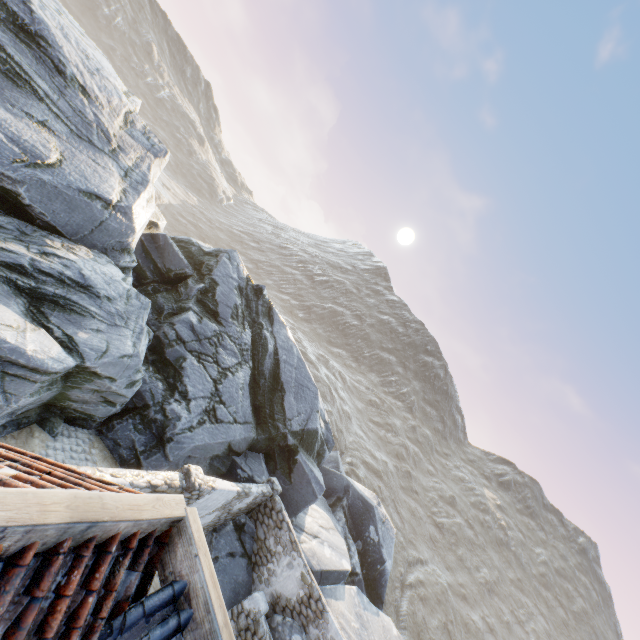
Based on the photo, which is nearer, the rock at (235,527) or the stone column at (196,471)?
the stone column at (196,471)

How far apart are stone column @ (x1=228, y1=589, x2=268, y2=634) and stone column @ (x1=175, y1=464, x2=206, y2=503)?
5.5 meters

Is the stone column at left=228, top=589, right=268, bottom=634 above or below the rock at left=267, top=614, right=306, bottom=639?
below

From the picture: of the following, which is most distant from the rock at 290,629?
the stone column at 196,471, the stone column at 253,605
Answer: the stone column at 196,471

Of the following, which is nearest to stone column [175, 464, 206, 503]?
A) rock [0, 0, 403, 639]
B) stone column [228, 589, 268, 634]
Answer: rock [0, 0, 403, 639]

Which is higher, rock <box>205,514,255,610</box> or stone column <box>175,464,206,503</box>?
stone column <box>175,464,206,503</box>

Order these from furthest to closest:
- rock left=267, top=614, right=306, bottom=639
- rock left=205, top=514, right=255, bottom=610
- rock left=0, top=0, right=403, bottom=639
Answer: rock left=205, top=514, right=255, bottom=610 < rock left=267, top=614, right=306, bottom=639 < rock left=0, top=0, right=403, bottom=639

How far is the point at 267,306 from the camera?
19.6m
